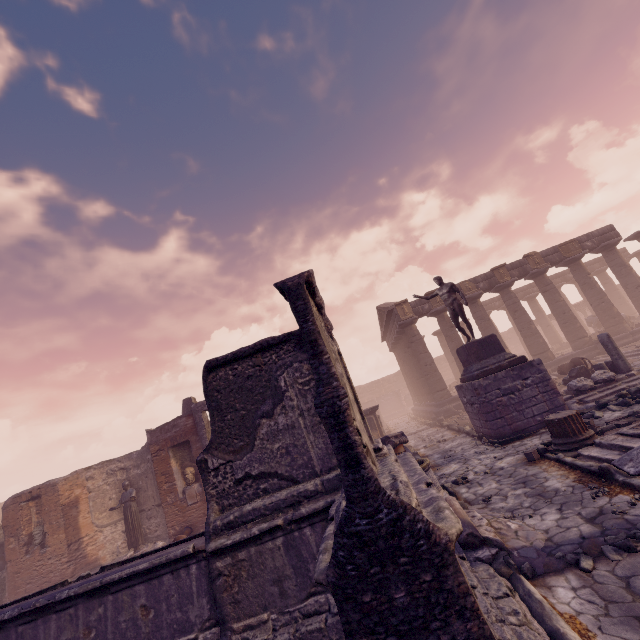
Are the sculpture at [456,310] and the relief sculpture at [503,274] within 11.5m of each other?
yes

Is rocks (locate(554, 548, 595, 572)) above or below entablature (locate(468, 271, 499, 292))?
below

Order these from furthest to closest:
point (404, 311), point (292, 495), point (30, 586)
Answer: point (404, 311), point (30, 586), point (292, 495)

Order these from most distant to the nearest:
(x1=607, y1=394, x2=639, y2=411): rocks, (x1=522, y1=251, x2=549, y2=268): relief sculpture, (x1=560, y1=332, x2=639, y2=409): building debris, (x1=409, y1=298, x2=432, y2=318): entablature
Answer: (x1=409, y1=298, x2=432, y2=318): entablature → (x1=522, y1=251, x2=549, y2=268): relief sculpture → (x1=560, y1=332, x2=639, y2=409): building debris → (x1=607, y1=394, x2=639, y2=411): rocks

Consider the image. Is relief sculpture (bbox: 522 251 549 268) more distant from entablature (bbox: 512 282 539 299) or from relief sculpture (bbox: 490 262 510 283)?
relief sculpture (bbox: 490 262 510 283)

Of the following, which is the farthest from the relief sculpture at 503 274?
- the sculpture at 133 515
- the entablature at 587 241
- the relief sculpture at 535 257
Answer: the sculpture at 133 515

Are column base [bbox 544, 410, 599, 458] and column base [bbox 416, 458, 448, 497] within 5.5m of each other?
yes

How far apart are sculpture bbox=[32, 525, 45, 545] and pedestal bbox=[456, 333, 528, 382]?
18.3m
